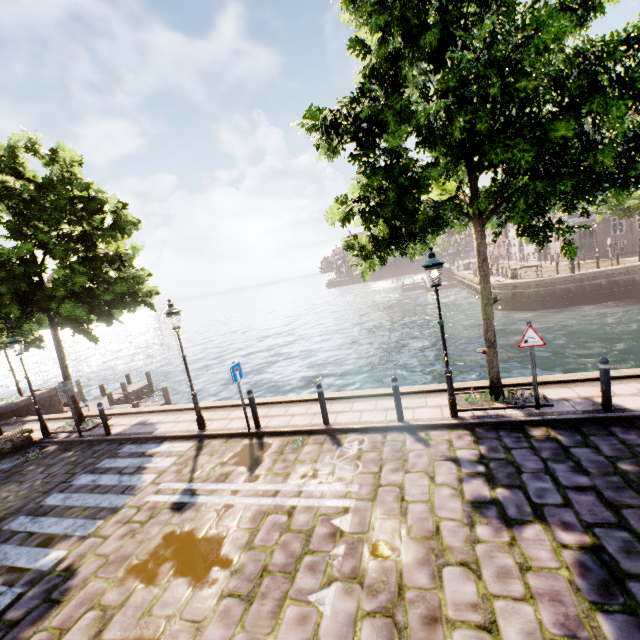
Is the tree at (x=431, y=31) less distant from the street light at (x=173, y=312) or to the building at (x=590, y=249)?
the street light at (x=173, y=312)

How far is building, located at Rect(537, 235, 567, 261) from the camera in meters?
36.1 m

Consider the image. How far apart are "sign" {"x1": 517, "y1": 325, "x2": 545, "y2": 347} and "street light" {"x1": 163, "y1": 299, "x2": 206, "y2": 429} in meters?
8.4

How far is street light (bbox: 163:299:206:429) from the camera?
8.88m

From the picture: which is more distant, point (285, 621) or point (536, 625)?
point (285, 621)

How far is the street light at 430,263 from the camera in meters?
6.8 m

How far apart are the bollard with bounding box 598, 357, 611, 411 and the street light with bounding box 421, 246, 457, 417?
2.7 meters

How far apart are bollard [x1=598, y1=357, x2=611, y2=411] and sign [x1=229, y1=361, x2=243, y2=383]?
8.0m
